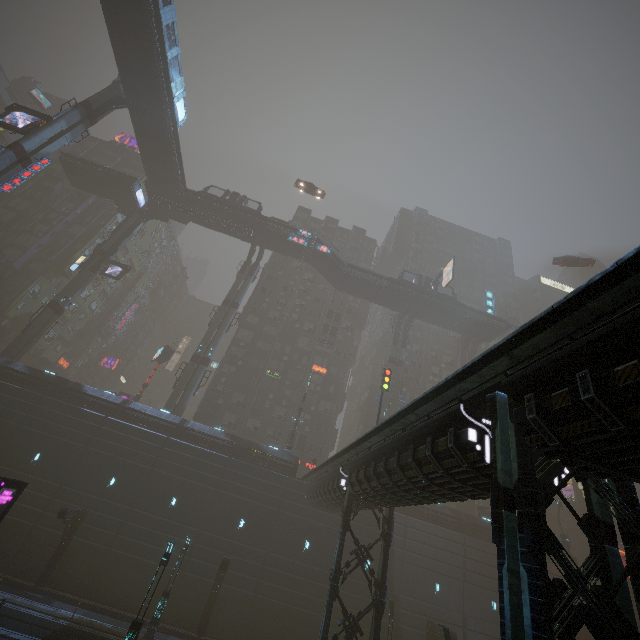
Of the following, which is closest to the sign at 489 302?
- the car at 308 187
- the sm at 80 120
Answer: the car at 308 187

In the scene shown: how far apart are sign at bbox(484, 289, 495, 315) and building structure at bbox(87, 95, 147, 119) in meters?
50.2 m

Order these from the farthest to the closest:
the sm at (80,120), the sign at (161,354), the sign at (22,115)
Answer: the sign at (161,354) < the sign at (22,115) < the sm at (80,120)

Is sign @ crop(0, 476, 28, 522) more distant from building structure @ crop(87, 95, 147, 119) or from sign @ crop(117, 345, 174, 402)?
building structure @ crop(87, 95, 147, 119)

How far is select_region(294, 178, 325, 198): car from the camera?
44.5m

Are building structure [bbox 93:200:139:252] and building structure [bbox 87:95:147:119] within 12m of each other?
no

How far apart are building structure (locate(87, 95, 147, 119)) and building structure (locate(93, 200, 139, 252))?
14.7 meters

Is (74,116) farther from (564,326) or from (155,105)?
(564,326)
